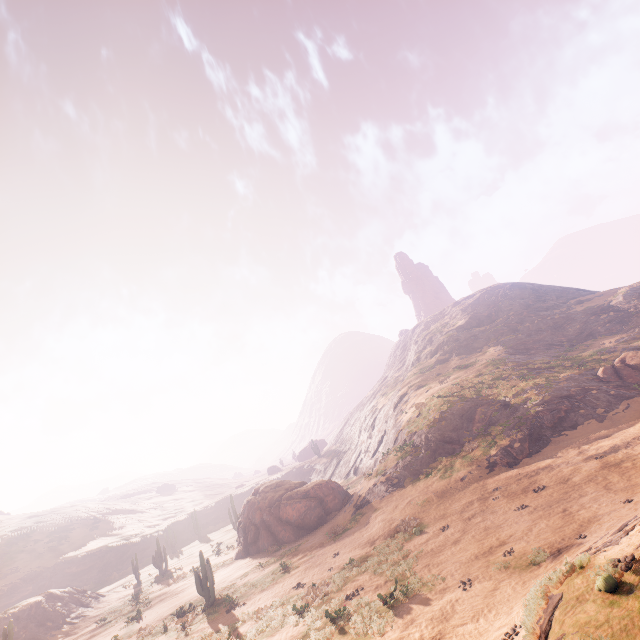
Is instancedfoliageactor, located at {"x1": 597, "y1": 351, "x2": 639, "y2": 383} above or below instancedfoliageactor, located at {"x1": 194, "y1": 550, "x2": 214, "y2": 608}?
above

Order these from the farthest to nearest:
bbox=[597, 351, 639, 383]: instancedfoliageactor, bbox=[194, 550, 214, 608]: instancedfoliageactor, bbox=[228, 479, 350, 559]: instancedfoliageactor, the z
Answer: bbox=[228, 479, 350, 559]: instancedfoliageactor
bbox=[597, 351, 639, 383]: instancedfoliageactor
bbox=[194, 550, 214, 608]: instancedfoliageactor
the z

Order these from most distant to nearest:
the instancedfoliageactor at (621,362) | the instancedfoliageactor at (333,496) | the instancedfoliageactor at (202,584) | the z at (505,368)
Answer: the instancedfoliageactor at (333,496) < the instancedfoliageactor at (621,362) < the instancedfoliageactor at (202,584) < the z at (505,368)

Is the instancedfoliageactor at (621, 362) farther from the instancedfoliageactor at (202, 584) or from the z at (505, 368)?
the instancedfoliageactor at (202, 584)

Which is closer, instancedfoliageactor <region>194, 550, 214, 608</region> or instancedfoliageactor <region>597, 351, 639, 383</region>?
instancedfoliageactor <region>194, 550, 214, 608</region>

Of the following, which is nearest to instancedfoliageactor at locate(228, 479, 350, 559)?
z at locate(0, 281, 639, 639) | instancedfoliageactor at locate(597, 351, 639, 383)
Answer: z at locate(0, 281, 639, 639)

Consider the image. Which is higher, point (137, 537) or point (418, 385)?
point (418, 385)

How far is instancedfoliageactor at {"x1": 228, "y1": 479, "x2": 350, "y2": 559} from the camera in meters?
27.5
